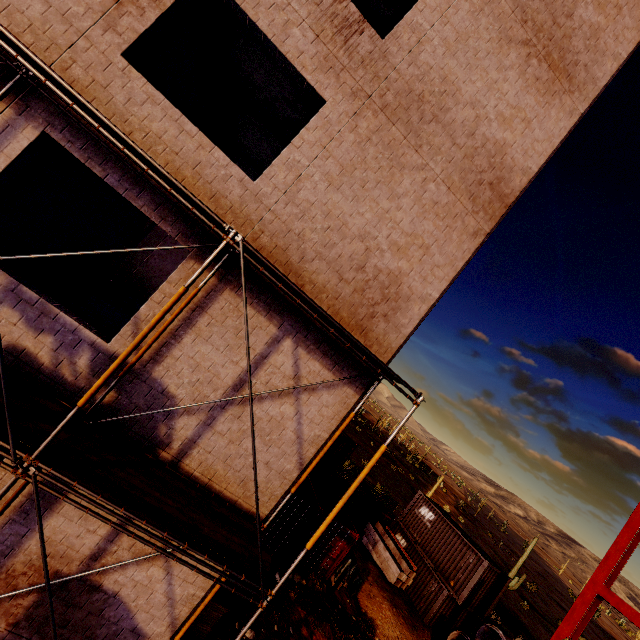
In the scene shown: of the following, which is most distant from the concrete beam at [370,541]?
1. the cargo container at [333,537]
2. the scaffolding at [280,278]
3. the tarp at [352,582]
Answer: the scaffolding at [280,278]

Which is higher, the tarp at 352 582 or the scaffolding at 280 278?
the scaffolding at 280 278

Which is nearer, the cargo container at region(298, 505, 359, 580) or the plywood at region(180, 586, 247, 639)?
the plywood at region(180, 586, 247, 639)

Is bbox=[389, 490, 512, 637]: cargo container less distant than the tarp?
No

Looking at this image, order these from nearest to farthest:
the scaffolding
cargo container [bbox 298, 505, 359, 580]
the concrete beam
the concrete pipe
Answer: the scaffolding
cargo container [bbox 298, 505, 359, 580]
the concrete pipe
the concrete beam

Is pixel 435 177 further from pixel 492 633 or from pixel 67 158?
pixel 492 633

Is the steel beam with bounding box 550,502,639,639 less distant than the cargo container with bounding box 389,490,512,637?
Yes

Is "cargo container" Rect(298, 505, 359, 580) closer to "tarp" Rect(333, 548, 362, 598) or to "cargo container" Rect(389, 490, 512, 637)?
"tarp" Rect(333, 548, 362, 598)
